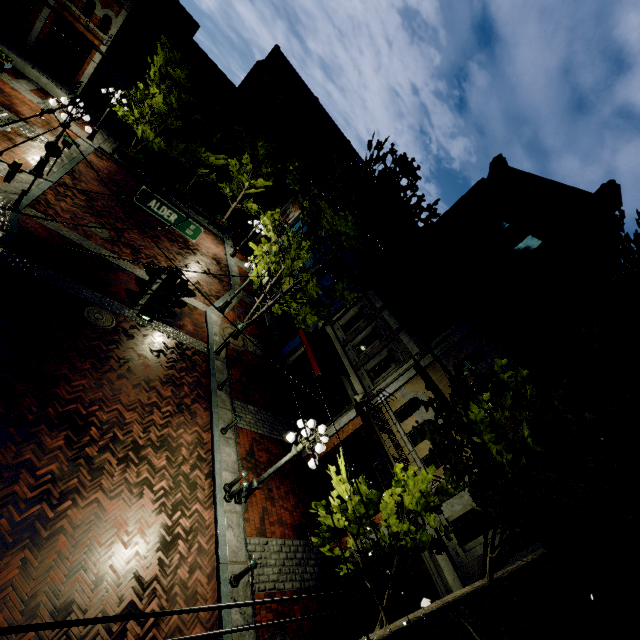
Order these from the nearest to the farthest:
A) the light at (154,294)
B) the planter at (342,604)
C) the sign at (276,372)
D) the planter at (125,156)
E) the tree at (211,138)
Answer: the light at (154,294) < the sign at (276,372) < the planter at (342,604) < the tree at (211,138) < the planter at (125,156)

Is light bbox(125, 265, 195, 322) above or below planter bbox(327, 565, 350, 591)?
above

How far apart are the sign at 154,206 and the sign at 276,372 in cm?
347

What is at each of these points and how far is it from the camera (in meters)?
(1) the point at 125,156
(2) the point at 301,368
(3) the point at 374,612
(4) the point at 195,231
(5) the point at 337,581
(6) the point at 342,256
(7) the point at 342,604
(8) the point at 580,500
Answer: (1) planter, 21.45
(2) building, 16.66
(3) building, 9.42
(4) sign, 8.91
(5) planter, 9.77
(6) building, 18.39
(7) planter, 9.38
(8) tree, 3.25

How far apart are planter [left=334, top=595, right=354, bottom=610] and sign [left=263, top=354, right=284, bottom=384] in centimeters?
730cm

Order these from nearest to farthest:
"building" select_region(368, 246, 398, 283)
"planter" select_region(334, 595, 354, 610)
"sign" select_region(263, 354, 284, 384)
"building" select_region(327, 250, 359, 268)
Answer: "sign" select_region(263, 354, 284, 384) < "planter" select_region(334, 595, 354, 610) < "building" select_region(368, 246, 398, 283) < "building" select_region(327, 250, 359, 268)

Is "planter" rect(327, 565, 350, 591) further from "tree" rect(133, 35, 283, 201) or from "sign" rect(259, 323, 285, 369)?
"sign" rect(259, 323, 285, 369)

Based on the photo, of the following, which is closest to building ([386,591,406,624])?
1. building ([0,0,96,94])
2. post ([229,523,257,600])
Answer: post ([229,523,257,600])
